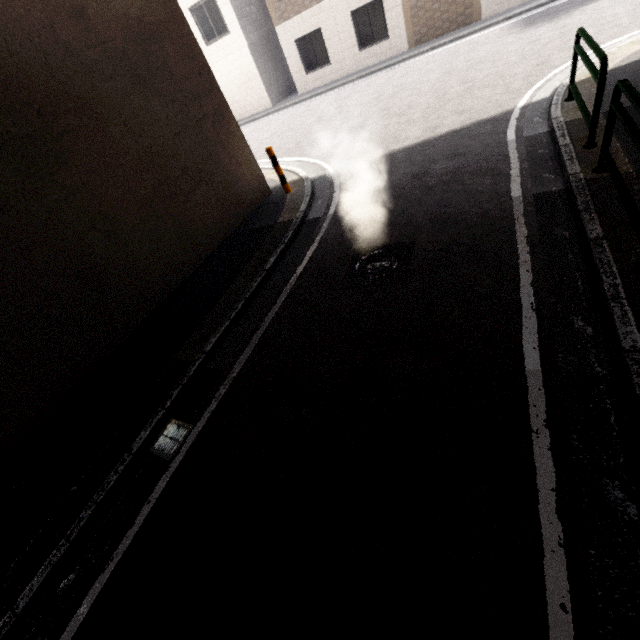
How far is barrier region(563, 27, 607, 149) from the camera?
4.1m

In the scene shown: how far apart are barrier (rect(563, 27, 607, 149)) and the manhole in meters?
2.7 m

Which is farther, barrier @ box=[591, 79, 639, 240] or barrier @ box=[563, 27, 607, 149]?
barrier @ box=[563, 27, 607, 149]

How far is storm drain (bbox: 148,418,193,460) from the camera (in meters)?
3.77

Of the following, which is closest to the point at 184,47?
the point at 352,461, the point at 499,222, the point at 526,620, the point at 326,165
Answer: the point at 326,165

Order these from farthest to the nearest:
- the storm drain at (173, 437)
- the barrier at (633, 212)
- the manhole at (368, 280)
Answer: the manhole at (368, 280) < the storm drain at (173, 437) < the barrier at (633, 212)

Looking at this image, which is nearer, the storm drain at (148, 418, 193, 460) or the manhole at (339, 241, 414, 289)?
the storm drain at (148, 418, 193, 460)

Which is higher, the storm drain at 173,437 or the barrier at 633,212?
the barrier at 633,212
